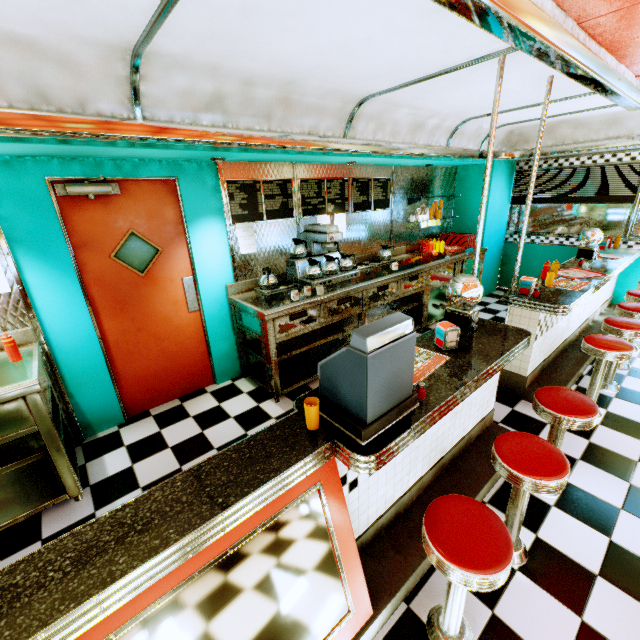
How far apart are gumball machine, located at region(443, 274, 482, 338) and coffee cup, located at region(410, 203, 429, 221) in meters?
3.6

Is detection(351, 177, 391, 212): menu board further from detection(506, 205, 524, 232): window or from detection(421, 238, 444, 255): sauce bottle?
detection(506, 205, 524, 232): window

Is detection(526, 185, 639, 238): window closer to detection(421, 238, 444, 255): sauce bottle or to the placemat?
detection(421, 238, 444, 255): sauce bottle

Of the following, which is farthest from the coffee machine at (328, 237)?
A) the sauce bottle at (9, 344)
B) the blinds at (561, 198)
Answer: the blinds at (561, 198)

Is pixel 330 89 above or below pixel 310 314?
above

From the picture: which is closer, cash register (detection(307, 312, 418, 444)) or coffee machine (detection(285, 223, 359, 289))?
cash register (detection(307, 312, 418, 444))

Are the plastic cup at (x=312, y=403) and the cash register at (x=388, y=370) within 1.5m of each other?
yes

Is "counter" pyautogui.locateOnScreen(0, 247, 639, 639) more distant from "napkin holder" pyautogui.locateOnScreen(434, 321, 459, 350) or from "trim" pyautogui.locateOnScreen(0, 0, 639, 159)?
"trim" pyautogui.locateOnScreen(0, 0, 639, 159)
